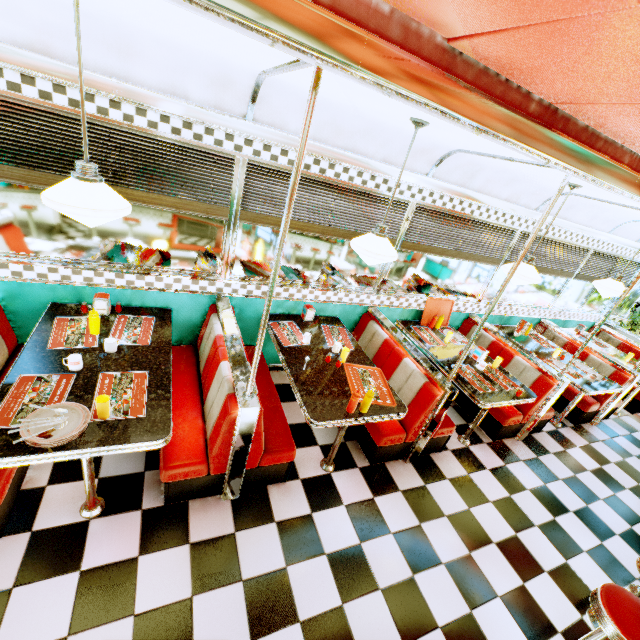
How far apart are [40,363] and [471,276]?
5.1m

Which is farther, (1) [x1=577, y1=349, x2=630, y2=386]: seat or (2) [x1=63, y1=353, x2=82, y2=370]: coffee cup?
(1) [x1=577, y1=349, x2=630, y2=386]: seat

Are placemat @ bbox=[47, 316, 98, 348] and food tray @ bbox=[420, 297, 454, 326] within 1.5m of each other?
no

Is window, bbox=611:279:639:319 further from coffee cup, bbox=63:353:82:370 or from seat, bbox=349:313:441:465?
coffee cup, bbox=63:353:82:370

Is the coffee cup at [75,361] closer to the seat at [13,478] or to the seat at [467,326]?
the seat at [13,478]

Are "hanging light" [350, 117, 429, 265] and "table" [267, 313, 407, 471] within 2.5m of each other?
yes

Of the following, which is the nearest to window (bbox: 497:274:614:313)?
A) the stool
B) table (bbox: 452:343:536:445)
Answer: table (bbox: 452:343:536:445)

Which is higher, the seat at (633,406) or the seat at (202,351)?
the seat at (202,351)
